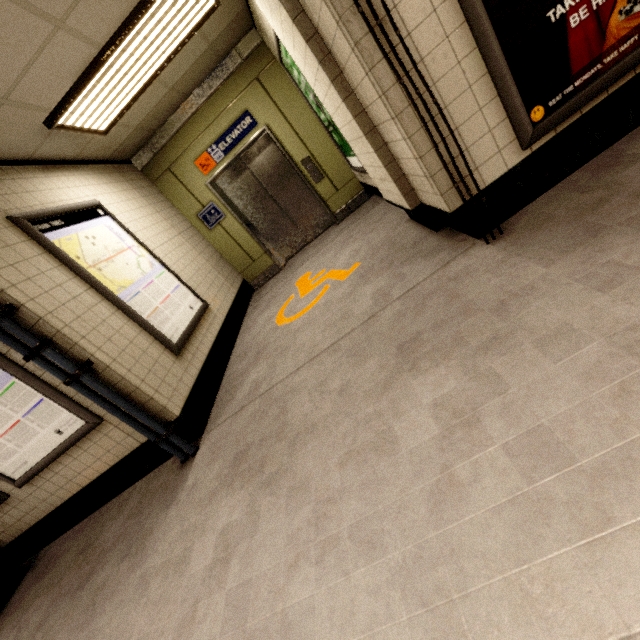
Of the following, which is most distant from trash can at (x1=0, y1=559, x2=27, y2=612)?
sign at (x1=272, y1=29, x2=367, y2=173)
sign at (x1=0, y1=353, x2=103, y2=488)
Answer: sign at (x1=272, y1=29, x2=367, y2=173)

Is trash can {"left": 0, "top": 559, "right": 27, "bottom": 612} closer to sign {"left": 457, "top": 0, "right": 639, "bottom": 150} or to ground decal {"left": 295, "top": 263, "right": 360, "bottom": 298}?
ground decal {"left": 295, "top": 263, "right": 360, "bottom": 298}

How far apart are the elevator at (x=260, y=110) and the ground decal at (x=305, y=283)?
1.4m

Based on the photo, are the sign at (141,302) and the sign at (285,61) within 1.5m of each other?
no

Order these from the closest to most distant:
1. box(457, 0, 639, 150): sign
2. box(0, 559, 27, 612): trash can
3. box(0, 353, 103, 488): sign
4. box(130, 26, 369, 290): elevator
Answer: box(457, 0, 639, 150): sign
box(0, 353, 103, 488): sign
box(0, 559, 27, 612): trash can
box(130, 26, 369, 290): elevator

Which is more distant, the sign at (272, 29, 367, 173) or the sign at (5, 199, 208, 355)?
the sign at (272, 29, 367, 173)

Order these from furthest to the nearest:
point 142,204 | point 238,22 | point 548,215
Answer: point 142,204 → point 238,22 → point 548,215

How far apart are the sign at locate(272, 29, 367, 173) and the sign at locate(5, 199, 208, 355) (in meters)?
2.69
